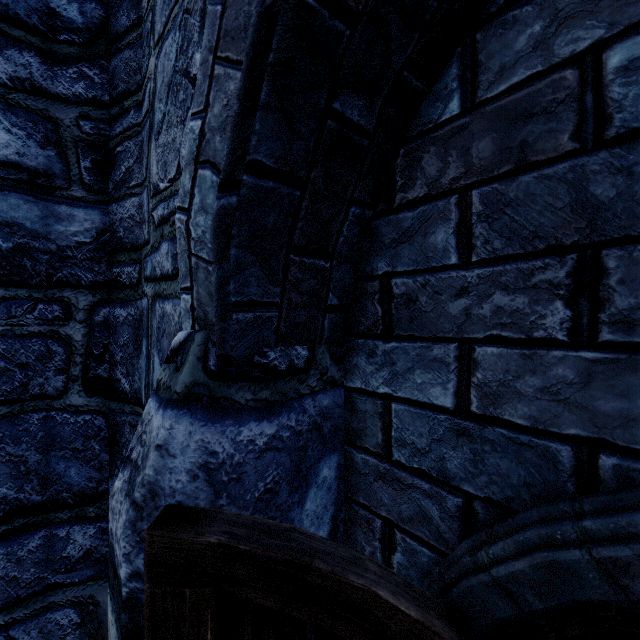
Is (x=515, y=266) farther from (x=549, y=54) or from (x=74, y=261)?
(x=74, y=261)
